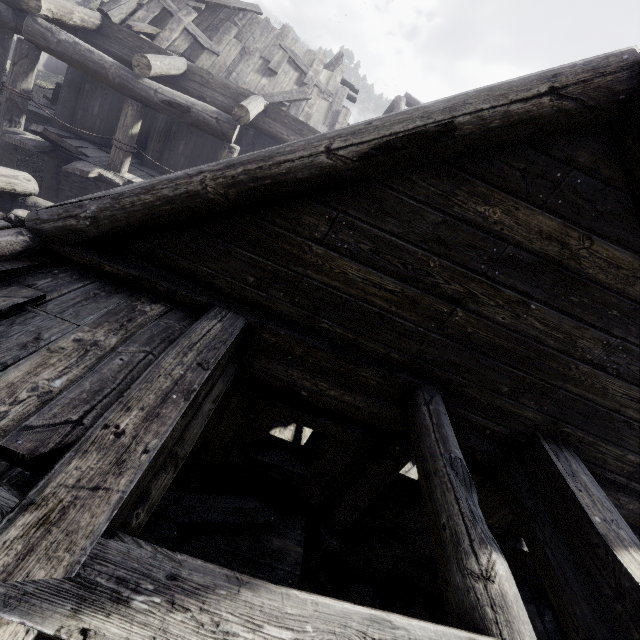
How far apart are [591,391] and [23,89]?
11.8m

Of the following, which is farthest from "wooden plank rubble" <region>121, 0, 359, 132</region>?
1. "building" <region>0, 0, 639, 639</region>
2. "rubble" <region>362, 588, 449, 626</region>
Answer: "rubble" <region>362, 588, 449, 626</region>

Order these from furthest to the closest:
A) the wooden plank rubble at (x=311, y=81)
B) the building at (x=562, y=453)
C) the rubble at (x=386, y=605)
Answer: the wooden plank rubble at (x=311, y=81), the rubble at (x=386, y=605), the building at (x=562, y=453)

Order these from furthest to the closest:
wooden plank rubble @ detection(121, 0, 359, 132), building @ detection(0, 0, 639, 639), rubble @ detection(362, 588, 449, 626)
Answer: wooden plank rubble @ detection(121, 0, 359, 132)
rubble @ detection(362, 588, 449, 626)
building @ detection(0, 0, 639, 639)

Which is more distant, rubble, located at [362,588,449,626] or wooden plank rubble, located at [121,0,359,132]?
wooden plank rubble, located at [121,0,359,132]

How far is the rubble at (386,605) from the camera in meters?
5.8 m

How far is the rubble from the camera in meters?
5.8 m
